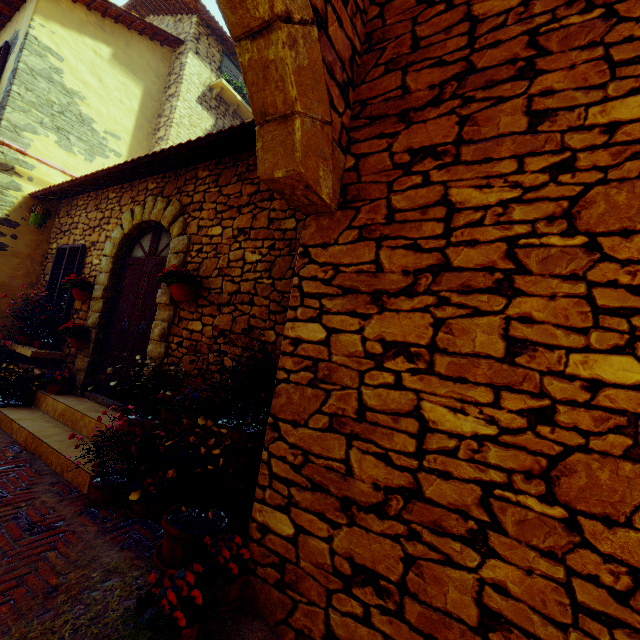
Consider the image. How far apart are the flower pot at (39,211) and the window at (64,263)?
0.50m

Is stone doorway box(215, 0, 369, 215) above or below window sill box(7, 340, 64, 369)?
above

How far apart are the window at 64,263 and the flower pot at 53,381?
0.9m

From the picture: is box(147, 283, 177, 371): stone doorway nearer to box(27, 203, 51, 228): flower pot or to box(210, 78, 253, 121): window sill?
box(27, 203, 51, 228): flower pot

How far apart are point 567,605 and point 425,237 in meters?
1.8

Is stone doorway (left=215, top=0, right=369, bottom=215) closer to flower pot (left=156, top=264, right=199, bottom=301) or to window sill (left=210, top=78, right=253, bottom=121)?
flower pot (left=156, top=264, right=199, bottom=301)

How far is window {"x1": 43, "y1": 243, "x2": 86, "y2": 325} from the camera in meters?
5.8

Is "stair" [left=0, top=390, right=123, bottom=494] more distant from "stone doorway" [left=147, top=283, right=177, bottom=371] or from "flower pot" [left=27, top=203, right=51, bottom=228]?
"flower pot" [left=27, top=203, right=51, bottom=228]
